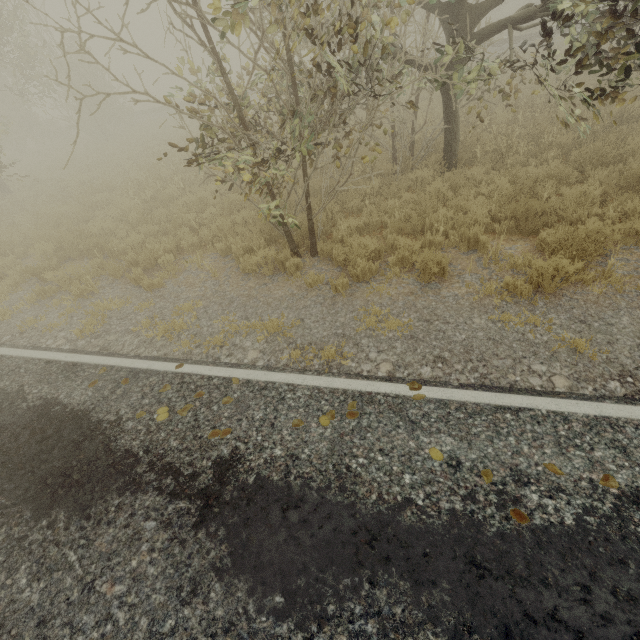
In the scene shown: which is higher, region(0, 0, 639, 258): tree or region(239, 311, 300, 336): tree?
region(0, 0, 639, 258): tree

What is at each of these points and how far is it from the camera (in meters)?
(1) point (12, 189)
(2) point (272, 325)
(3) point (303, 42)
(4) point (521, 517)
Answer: (1) tree, 15.61
(2) tree, 5.16
(3) tree, 7.41
(4) tree, 2.66

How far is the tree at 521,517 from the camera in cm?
264

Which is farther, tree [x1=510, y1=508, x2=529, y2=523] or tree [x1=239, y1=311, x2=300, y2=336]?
tree [x1=239, y1=311, x2=300, y2=336]

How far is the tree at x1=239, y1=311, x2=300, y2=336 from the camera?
5.1 meters
